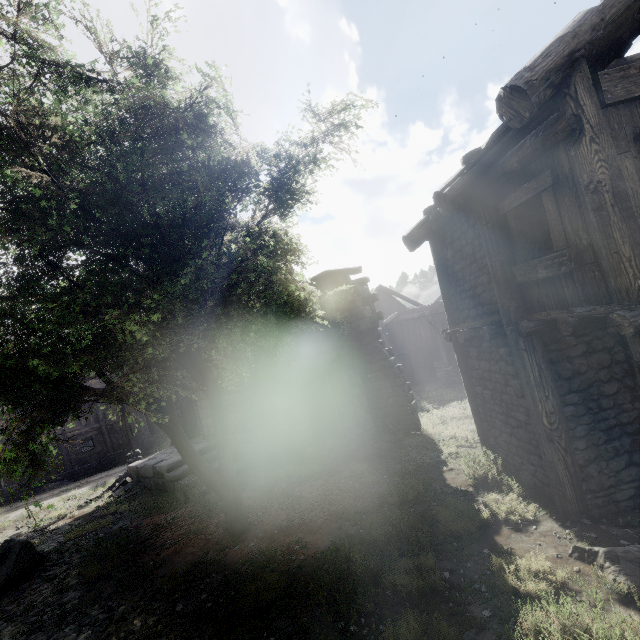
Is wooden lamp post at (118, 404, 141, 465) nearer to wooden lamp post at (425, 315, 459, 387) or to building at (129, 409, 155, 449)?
building at (129, 409, 155, 449)

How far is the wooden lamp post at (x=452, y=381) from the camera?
20.78m

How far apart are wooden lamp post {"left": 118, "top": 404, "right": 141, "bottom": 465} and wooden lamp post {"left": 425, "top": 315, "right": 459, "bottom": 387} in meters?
17.5 m

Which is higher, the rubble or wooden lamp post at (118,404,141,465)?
wooden lamp post at (118,404,141,465)

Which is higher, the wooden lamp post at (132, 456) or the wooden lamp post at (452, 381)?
the wooden lamp post at (132, 456)

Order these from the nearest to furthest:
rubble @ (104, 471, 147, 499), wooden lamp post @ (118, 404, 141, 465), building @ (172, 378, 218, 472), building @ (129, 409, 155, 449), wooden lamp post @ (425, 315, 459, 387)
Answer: rubble @ (104, 471, 147, 499), building @ (172, 378, 218, 472), wooden lamp post @ (118, 404, 141, 465), wooden lamp post @ (425, 315, 459, 387), building @ (129, 409, 155, 449)

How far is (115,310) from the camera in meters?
6.4
